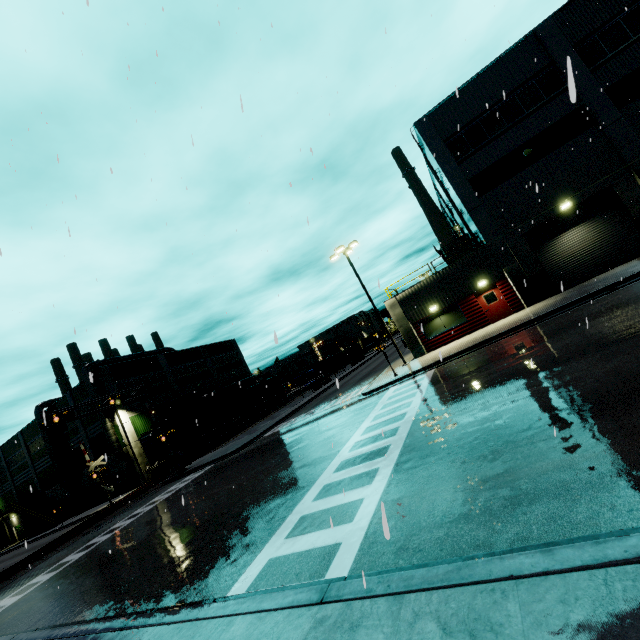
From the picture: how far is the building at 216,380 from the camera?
40.31m

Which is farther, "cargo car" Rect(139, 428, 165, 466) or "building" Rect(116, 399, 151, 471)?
"building" Rect(116, 399, 151, 471)

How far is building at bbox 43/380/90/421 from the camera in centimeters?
4091cm

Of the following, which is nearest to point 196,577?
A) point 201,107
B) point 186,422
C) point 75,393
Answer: point 201,107

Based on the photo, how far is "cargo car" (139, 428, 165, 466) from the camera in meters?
35.3 m

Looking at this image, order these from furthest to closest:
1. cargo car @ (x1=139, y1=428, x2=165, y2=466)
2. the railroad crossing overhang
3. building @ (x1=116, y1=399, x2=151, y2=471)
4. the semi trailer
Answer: the semi trailer
building @ (x1=116, y1=399, x2=151, y2=471)
cargo car @ (x1=139, y1=428, x2=165, y2=466)
the railroad crossing overhang

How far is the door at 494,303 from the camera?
21.6m

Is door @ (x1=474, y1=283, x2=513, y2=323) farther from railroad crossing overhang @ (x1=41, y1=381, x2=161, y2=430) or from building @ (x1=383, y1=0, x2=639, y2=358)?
railroad crossing overhang @ (x1=41, y1=381, x2=161, y2=430)
